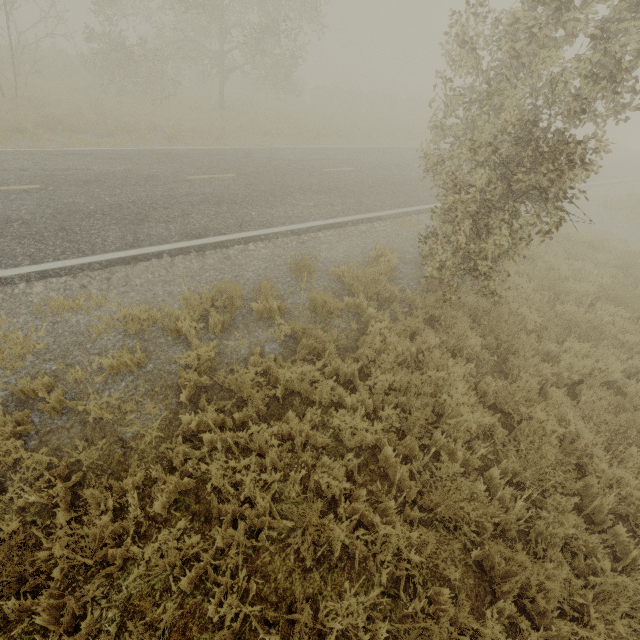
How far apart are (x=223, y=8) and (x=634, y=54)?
15.7m
